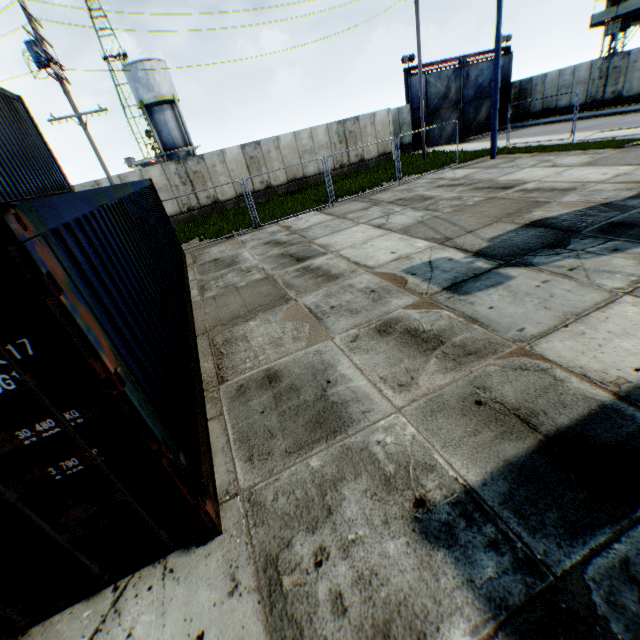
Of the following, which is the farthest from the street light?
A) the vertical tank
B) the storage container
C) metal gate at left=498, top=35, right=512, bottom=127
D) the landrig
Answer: the landrig

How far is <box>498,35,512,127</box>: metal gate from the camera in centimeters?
2819cm

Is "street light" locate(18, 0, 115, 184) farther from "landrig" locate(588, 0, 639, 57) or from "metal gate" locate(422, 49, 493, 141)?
"landrig" locate(588, 0, 639, 57)

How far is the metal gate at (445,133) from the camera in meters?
28.5 m

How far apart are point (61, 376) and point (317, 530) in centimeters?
236cm

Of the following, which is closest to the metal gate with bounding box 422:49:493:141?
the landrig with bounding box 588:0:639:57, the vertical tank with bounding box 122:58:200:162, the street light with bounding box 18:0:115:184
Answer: the landrig with bounding box 588:0:639:57
